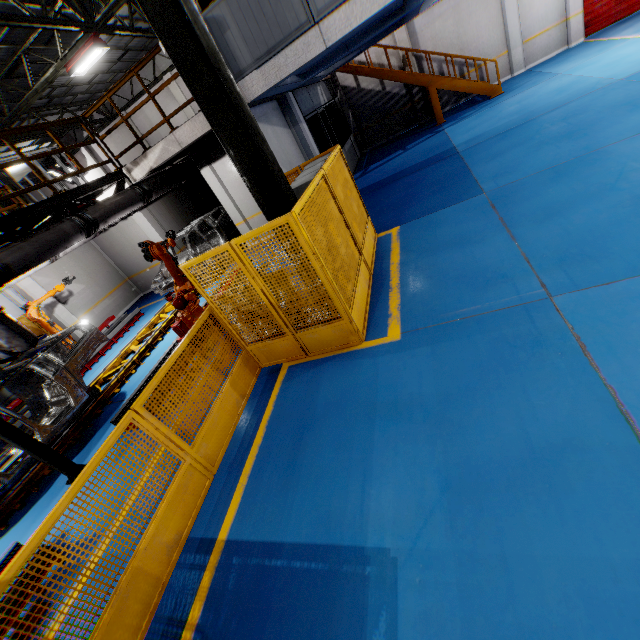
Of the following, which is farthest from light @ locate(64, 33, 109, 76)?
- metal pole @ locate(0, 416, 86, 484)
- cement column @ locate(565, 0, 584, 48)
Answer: cement column @ locate(565, 0, 584, 48)

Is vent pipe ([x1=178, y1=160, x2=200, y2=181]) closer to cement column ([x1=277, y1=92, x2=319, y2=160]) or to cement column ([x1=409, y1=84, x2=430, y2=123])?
cement column ([x1=277, y1=92, x2=319, y2=160])

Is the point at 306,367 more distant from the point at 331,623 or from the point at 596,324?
the point at 596,324

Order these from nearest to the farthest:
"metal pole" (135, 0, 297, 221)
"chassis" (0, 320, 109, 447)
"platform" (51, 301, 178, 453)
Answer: "metal pole" (135, 0, 297, 221), "chassis" (0, 320, 109, 447), "platform" (51, 301, 178, 453)

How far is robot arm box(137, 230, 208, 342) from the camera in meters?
7.5 m

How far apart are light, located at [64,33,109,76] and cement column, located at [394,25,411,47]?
11.5 meters

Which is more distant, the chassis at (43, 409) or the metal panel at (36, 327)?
the metal panel at (36, 327)

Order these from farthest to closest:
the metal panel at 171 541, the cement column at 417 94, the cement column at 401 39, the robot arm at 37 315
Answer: the cement column at 417 94 < the cement column at 401 39 < the robot arm at 37 315 < the metal panel at 171 541
